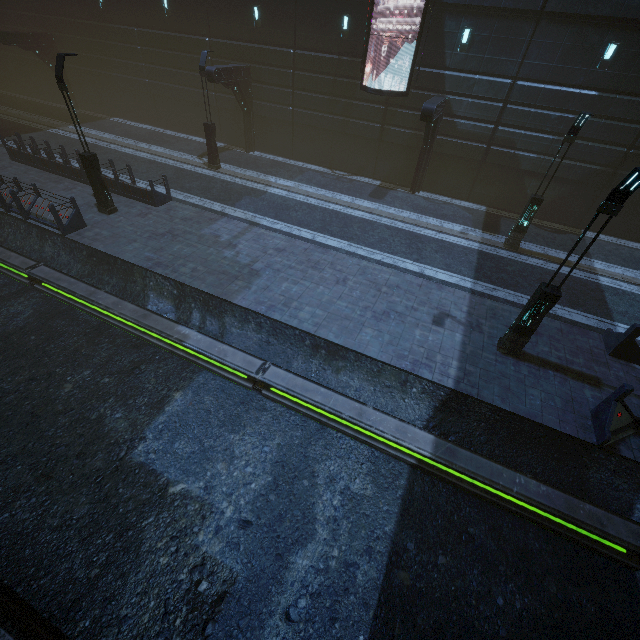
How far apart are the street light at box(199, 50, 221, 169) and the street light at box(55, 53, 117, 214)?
6.68m

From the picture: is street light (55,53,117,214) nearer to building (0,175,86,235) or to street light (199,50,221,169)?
building (0,175,86,235)

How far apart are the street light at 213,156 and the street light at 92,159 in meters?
6.7 m

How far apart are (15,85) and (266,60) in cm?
2774

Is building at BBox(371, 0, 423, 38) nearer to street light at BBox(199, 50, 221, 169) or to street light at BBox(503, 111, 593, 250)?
street light at BBox(199, 50, 221, 169)

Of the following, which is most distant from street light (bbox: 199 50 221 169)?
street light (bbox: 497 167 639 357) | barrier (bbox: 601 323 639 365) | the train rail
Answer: barrier (bbox: 601 323 639 365)

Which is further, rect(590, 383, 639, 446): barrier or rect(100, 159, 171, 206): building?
rect(100, 159, 171, 206): building

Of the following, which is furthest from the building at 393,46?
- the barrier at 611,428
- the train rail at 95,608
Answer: the barrier at 611,428
